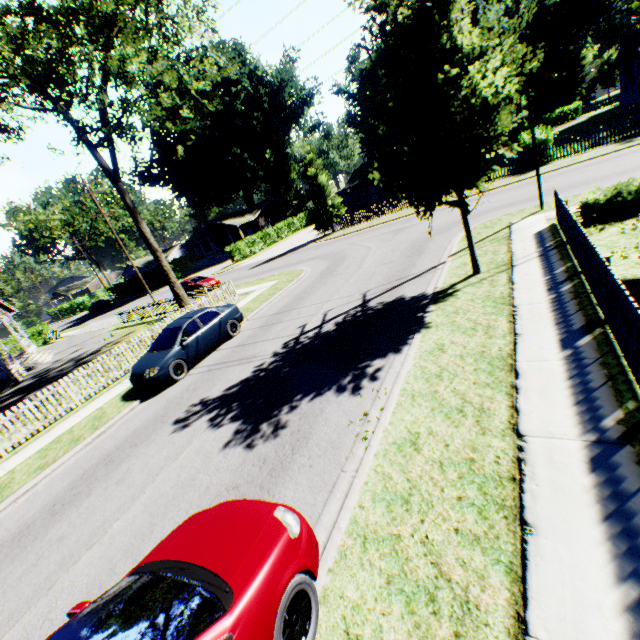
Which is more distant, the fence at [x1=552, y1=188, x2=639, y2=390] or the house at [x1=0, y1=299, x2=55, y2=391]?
the house at [x1=0, y1=299, x2=55, y2=391]

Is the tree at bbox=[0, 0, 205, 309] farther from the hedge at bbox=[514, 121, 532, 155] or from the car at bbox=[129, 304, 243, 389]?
the hedge at bbox=[514, 121, 532, 155]

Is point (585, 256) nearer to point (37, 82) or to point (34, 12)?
point (34, 12)

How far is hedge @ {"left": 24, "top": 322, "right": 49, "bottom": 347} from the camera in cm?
3712

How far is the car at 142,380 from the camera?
10.86m

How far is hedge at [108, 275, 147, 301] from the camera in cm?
5375

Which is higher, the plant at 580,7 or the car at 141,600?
the plant at 580,7

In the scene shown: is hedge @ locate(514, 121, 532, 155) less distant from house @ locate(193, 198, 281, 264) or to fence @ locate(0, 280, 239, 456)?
fence @ locate(0, 280, 239, 456)
